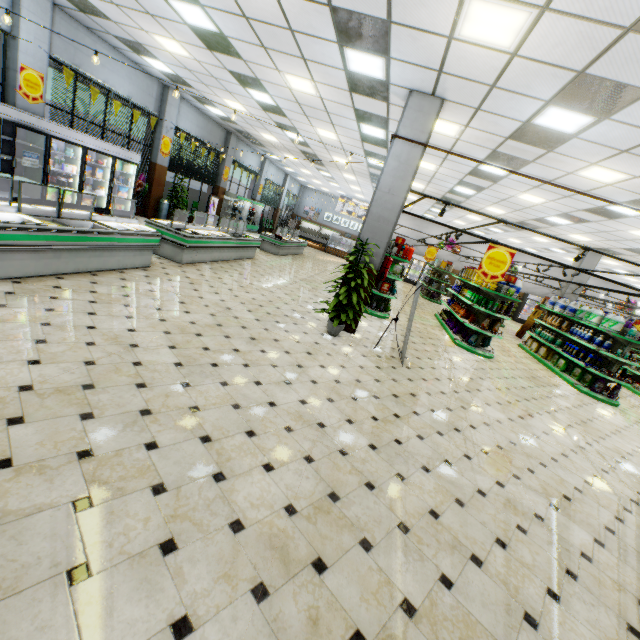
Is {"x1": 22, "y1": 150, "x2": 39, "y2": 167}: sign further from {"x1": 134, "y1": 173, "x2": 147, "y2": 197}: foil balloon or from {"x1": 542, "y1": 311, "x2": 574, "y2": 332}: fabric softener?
{"x1": 542, "y1": 311, "x2": 574, "y2": 332}: fabric softener

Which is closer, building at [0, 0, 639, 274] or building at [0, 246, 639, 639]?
building at [0, 246, 639, 639]

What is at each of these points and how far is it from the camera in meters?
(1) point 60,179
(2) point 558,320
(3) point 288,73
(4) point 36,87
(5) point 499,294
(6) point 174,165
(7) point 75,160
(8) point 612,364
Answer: (1) soda bottle, 8.9
(2) fabric softener, 11.9
(3) building, 7.3
(4) sign, 8.2
(5) shelf, 9.2
(6) curtain, 14.0
(7) wall refrigerator, 9.1
(8) shelf, 9.4

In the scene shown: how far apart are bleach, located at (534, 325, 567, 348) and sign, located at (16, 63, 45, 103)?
17.4 meters

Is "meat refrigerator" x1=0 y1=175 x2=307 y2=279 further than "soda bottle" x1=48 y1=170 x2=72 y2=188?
No

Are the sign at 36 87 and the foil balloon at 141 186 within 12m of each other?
yes

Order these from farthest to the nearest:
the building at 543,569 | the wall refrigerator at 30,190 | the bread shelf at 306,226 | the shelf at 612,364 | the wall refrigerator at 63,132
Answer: the bread shelf at 306,226 → the shelf at 612,364 → the wall refrigerator at 30,190 → the wall refrigerator at 63,132 → the building at 543,569

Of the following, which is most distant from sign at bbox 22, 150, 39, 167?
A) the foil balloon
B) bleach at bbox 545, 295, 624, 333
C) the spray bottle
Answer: bleach at bbox 545, 295, 624, 333
